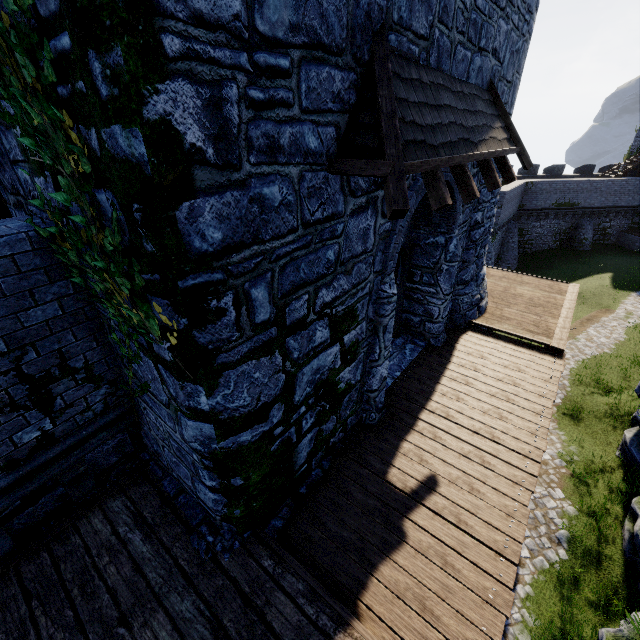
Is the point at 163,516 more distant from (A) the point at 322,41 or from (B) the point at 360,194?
(A) the point at 322,41

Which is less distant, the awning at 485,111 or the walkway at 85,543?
the awning at 485,111

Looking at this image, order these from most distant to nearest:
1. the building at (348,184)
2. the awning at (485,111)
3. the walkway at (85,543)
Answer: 1. the walkway at (85,543)
2. the awning at (485,111)
3. the building at (348,184)

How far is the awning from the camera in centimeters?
301cm

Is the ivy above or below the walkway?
above

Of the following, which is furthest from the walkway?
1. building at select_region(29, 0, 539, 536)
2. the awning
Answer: the awning

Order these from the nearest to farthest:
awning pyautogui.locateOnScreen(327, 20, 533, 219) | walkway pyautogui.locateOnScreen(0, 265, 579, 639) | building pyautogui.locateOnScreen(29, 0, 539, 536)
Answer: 1. building pyautogui.locateOnScreen(29, 0, 539, 536)
2. awning pyautogui.locateOnScreen(327, 20, 533, 219)
3. walkway pyautogui.locateOnScreen(0, 265, 579, 639)

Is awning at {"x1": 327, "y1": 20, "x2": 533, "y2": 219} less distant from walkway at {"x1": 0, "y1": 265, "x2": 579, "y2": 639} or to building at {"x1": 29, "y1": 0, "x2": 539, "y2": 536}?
building at {"x1": 29, "y1": 0, "x2": 539, "y2": 536}
